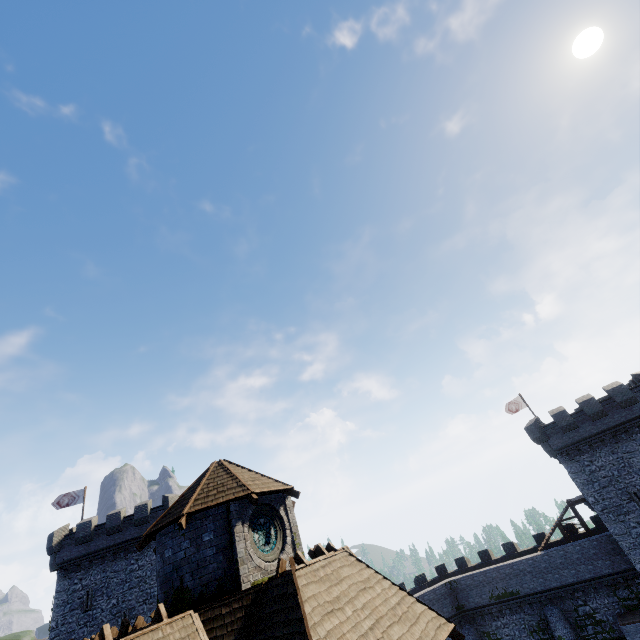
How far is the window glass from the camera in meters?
12.3 m

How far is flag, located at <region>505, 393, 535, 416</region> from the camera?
37.9 meters

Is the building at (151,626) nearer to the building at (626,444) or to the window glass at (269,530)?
the window glass at (269,530)

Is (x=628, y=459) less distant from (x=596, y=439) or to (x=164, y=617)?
(x=596, y=439)

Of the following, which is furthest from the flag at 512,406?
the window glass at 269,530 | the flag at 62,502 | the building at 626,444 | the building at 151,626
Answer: the flag at 62,502

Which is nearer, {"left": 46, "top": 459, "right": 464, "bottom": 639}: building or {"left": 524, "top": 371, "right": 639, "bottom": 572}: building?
{"left": 46, "top": 459, "right": 464, "bottom": 639}: building

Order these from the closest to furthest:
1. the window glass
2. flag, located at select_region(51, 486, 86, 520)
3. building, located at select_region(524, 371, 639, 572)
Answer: the window glass, building, located at select_region(524, 371, 639, 572), flag, located at select_region(51, 486, 86, 520)

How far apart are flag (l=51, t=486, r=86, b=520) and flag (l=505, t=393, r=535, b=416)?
48.97m
